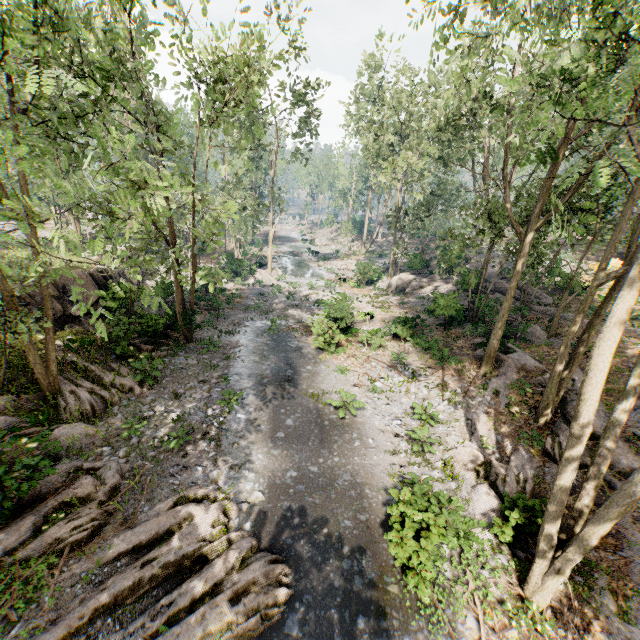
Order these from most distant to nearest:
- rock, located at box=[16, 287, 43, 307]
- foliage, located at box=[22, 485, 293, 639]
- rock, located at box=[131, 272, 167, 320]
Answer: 1. rock, located at box=[131, 272, 167, 320]
2. rock, located at box=[16, 287, 43, 307]
3. foliage, located at box=[22, 485, 293, 639]

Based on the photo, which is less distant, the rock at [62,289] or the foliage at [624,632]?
the foliage at [624,632]

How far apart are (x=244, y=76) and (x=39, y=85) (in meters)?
6.49

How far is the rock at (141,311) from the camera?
18.4 meters

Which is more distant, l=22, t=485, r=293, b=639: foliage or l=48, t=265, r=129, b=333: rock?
l=48, t=265, r=129, b=333: rock

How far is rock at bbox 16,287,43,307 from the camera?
16.0m
